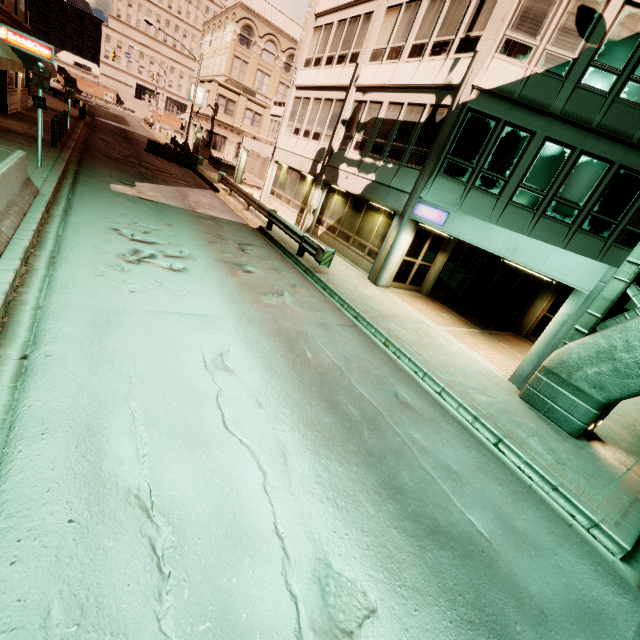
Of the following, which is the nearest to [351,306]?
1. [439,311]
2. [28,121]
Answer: [439,311]

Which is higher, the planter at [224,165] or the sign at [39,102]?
the sign at [39,102]

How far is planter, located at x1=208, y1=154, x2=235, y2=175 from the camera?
Answer: 31.78m

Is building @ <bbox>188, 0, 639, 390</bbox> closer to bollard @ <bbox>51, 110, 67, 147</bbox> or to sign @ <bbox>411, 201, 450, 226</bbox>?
sign @ <bbox>411, 201, 450, 226</bbox>

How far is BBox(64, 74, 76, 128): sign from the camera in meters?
19.9

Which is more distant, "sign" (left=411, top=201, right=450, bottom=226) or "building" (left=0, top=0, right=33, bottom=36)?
"building" (left=0, top=0, right=33, bottom=36)

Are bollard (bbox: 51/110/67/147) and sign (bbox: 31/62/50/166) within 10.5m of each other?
yes

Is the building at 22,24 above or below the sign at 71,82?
above
